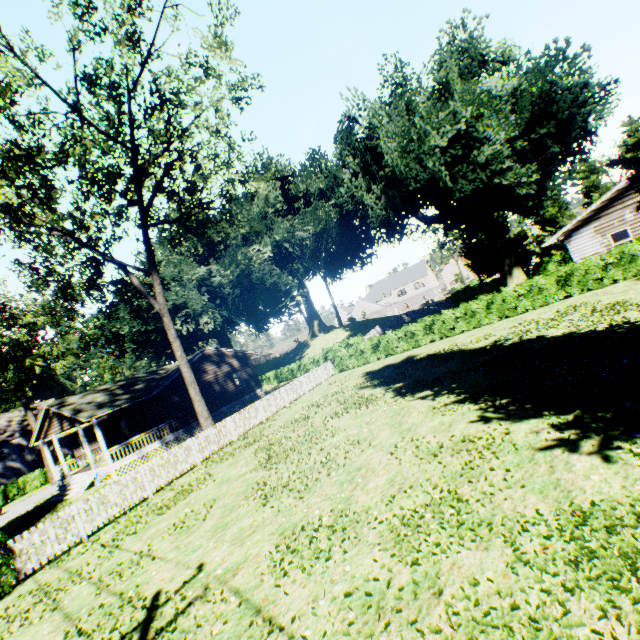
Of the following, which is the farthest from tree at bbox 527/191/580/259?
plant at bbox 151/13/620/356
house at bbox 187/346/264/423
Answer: house at bbox 187/346/264/423

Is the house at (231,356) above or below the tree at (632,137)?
below

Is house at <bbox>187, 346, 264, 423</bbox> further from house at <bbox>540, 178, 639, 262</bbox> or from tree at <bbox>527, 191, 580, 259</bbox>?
house at <bbox>540, 178, 639, 262</bbox>

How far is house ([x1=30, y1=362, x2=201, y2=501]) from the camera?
21.7m

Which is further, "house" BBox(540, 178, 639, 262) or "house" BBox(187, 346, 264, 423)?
"house" BBox(187, 346, 264, 423)

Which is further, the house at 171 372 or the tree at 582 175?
the tree at 582 175

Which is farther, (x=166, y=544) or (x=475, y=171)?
(x=475, y=171)

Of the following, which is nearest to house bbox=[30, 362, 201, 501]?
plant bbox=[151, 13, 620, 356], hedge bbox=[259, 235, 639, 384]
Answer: plant bbox=[151, 13, 620, 356]
